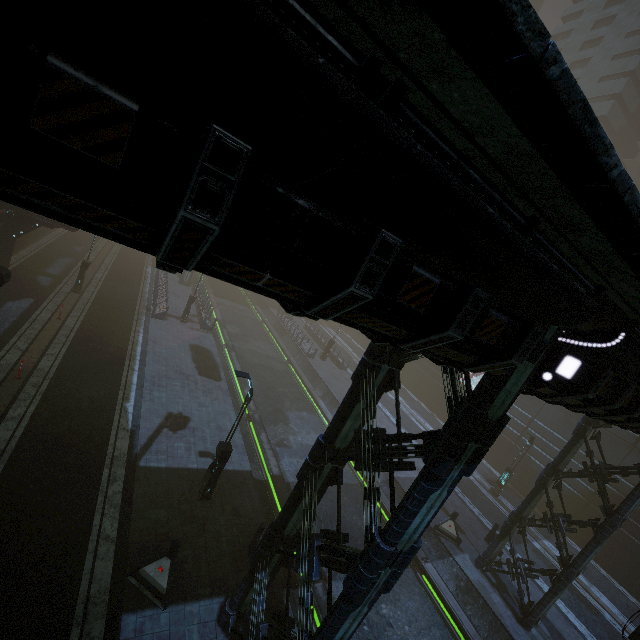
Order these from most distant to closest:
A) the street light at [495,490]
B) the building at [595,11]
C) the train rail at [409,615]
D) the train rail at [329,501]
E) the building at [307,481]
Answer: the building at [595,11] < the street light at [495,490] < the train rail at [329,501] < the train rail at [409,615] < the building at [307,481]

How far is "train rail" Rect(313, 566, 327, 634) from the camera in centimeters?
1119cm

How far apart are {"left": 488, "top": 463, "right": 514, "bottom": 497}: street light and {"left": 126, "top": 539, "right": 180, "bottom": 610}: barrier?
23.5m

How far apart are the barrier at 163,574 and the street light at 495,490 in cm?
2350

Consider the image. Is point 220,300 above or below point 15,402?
below

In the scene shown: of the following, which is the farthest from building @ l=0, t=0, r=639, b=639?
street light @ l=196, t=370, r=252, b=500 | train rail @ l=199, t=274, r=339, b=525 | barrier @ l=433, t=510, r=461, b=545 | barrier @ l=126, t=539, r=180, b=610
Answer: street light @ l=196, t=370, r=252, b=500

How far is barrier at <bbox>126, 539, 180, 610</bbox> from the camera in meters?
9.1

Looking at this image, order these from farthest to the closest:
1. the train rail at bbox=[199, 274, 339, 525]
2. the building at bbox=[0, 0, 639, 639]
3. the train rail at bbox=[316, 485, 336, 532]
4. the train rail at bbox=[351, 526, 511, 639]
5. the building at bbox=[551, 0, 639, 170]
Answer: the building at bbox=[551, 0, 639, 170], the train rail at bbox=[199, 274, 339, 525], the train rail at bbox=[316, 485, 336, 532], the train rail at bbox=[351, 526, 511, 639], the building at bbox=[0, 0, 639, 639]
